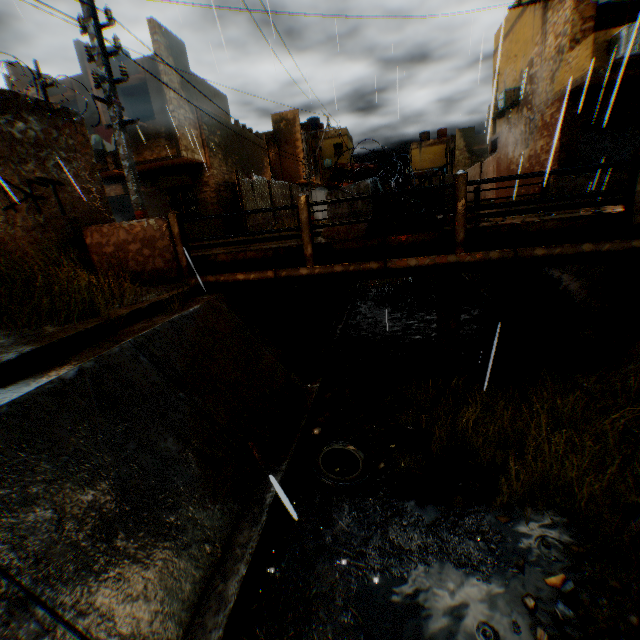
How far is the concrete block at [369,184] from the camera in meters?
5.7

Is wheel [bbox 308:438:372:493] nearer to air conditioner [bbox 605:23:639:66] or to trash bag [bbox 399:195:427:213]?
trash bag [bbox 399:195:427:213]

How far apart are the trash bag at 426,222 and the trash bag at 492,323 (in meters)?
3.51

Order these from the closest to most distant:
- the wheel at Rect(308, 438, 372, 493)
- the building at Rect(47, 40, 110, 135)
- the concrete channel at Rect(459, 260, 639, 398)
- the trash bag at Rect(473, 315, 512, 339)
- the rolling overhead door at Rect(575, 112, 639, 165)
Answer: the wheel at Rect(308, 438, 372, 493) → the concrete channel at Rect(459, 260, 639, 398) → the trash bag at Rect(473, 315, 512, 339) → the rolling overhead door at Rect(575, 112, 639, 165) → the building at Rect(47, 40, 110, 135)

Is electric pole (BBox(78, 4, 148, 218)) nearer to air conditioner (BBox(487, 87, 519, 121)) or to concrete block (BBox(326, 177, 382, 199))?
concrete block (BBox(326, 177, 382, 199))

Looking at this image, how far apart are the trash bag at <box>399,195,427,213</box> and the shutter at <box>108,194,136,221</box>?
16.0 meters

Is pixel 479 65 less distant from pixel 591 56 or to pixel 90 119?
pixel 591 56

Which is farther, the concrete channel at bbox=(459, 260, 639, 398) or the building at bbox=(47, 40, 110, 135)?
the building at bbox=(47, 40, 110, 135)
